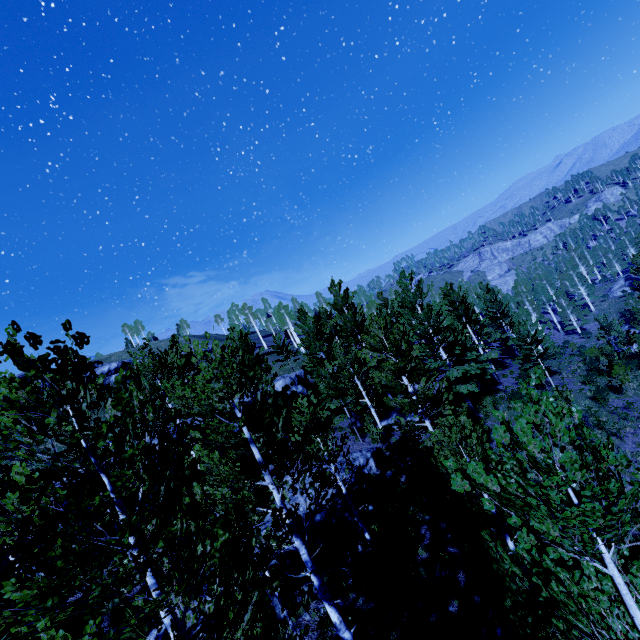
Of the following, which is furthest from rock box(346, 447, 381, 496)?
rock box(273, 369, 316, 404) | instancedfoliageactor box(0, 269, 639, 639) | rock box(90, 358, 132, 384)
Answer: rock box(90, 358, 132, 384)

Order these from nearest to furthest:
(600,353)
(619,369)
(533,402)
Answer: (533,402) < (619,369) < (600,353)

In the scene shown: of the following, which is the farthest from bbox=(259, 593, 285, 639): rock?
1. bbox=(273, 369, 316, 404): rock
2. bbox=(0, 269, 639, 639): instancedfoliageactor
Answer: bbox=(273, 369, 316, 404): rock

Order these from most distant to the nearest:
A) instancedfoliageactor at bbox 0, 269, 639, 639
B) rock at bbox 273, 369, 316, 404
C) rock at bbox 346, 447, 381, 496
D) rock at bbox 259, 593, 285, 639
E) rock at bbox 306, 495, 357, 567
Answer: rock at bbox 273, 369, 316, 404
rock at bbox 346, 447, 381, 496
rock at bbox 306, 495, 357, 567
rock at bbox 259, 593, 285, 639
instancedfoliageactor at bbox 0, 269, 639, 639

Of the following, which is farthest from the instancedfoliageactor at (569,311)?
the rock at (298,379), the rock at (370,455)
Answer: the rock at (370,455)

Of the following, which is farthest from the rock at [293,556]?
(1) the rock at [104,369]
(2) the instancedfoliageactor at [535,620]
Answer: (1) the rock at [104,369]

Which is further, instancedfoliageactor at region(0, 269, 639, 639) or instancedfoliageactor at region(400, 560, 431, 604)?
instancedfoliageactor at region(400, 560, 431, 604)

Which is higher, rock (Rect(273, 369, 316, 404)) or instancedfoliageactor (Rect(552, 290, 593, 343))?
rock (Rect(273, 369, 316, 404))
